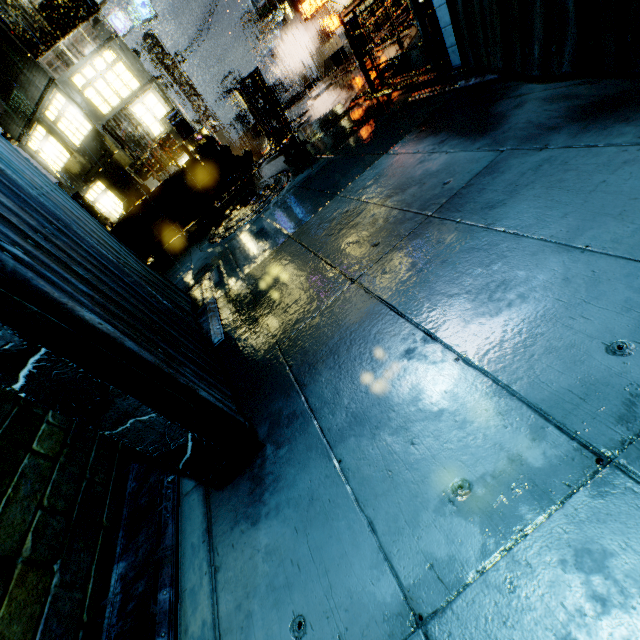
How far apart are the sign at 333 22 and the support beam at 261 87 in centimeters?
1040cm

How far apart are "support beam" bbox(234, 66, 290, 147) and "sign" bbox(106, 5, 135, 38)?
16.8m

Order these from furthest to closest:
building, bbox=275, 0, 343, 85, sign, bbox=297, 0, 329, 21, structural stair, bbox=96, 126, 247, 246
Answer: building, bbox=275, 0, 343, 85
sign, bbox=297, 0, 329, 21
structural stair, bbox=96, 126, 247, 246

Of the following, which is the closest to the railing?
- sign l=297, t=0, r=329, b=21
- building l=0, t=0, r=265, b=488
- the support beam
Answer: building l=0, t=0, r=265, b=488

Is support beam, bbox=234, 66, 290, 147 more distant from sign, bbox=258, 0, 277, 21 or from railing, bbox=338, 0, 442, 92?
sign, bbox=258, 0, 277, 21

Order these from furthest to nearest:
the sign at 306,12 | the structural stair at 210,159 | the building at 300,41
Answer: the building at 300,41, the sign at 306,12, the structural stair at 210,159

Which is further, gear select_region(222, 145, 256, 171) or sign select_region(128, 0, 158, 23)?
sign select_region(128, 0, 158, 23)

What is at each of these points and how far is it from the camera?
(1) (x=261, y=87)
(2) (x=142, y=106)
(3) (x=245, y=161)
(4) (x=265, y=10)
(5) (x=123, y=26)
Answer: (1) support beam, 13.2 meters
(2) building, 16.2 meters
(3) gear, 12.5 meters
(4) sign, 24.1 meters
(5) sign, 22.2 meters
